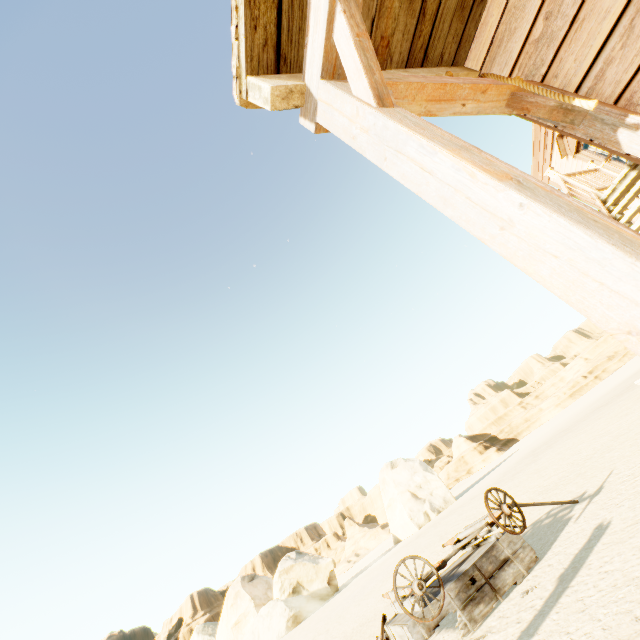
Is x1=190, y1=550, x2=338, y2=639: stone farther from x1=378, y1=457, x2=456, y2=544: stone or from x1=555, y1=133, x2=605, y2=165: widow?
x1=555, y1=133, x2=605, y2=165: widow

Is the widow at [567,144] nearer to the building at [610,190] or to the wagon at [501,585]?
the building at [610,190]

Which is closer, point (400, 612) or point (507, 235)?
point (507, 235)

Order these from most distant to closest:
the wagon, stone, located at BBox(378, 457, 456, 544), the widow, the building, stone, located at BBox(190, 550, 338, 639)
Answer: stone, located at BBox(378, 457, 456, 544) < stone, located at BBox(190, 550, 338, 639) < the widow < the wagon < the building

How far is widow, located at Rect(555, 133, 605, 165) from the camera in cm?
849

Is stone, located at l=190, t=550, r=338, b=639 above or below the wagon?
above

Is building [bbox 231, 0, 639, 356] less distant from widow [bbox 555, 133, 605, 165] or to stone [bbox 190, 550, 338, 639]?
widow [bbox 555, 133, 605, 165]

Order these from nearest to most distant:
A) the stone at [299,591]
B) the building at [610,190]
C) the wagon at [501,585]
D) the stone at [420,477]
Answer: the building at [610,190], the wagon at [501,585], the stone at [299,591], the stone at [420,477]
